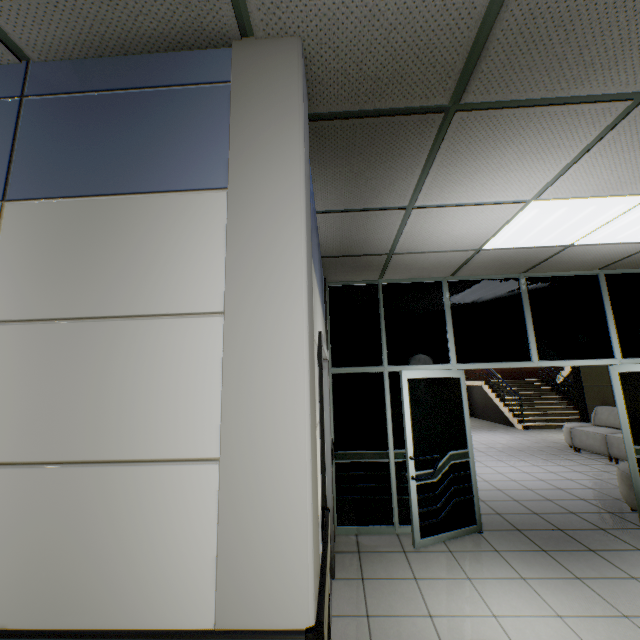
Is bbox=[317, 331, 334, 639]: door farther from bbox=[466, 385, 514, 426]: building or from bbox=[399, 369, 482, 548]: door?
bbox=[466, 385, 514, 426]: building

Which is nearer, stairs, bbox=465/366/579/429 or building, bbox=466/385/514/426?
stairs, bbox=465/366/579/429

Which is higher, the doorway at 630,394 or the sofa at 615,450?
the doorway at 630,394

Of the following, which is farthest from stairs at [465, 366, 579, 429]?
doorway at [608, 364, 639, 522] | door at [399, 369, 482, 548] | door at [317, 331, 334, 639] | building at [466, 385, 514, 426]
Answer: door at [317, 331, 334, 639]

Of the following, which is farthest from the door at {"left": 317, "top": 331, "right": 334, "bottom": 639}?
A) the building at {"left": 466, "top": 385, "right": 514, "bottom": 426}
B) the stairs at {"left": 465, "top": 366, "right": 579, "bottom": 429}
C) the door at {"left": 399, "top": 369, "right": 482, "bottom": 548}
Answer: the building at {"left": 466, "top": 385, "right": 514, "bottom": 426}

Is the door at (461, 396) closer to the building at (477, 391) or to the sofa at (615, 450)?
the sofa at (615, 450)

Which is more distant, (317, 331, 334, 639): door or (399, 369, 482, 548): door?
(399, 369, 482, 548): door

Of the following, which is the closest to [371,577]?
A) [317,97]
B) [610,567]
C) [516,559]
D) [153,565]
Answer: [516,559]
